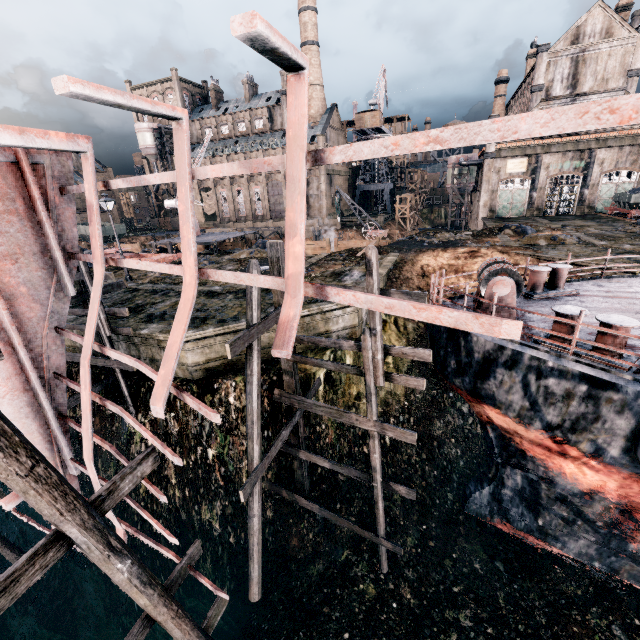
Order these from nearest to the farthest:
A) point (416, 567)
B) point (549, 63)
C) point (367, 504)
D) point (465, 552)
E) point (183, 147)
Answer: point (183, 147) < point (416, 567) < point (465, 552) < point (367, 504) < point (549, 63)

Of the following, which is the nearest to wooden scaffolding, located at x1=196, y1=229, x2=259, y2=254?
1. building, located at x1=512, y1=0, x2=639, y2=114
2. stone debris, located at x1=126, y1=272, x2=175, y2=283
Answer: stone debris, located at x1=126, y1=272, x2=175, y2=283

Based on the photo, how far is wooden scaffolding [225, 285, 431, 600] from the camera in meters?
8.0

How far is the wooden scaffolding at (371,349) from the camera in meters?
8.0

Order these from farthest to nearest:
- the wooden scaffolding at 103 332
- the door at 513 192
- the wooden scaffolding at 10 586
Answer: the door at 513 192, the wooden scaffolding at 103 332, the wooden scaffolding at 10 586

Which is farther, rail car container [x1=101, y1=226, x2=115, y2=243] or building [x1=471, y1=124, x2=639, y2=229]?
rail car container [x1=101, y1=226, x2=115, y2=243]

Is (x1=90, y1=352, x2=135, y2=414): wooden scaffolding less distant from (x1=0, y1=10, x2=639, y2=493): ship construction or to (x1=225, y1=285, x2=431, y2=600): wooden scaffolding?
(x1=0, y1=10, x2=639, y2=493): ship construction

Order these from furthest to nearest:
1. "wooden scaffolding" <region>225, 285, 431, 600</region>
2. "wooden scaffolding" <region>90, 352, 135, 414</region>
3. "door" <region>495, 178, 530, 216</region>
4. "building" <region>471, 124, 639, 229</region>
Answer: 1. "door" <region>495, 178, 530, 216</region>
2. "building" <region>471, 124, 639, 229</region>
3. "wooden scaffolding" <region>90, 352, 135, 414</region>
4. "wooden scaffolding" <region>225, 285, 431, 600</region>
